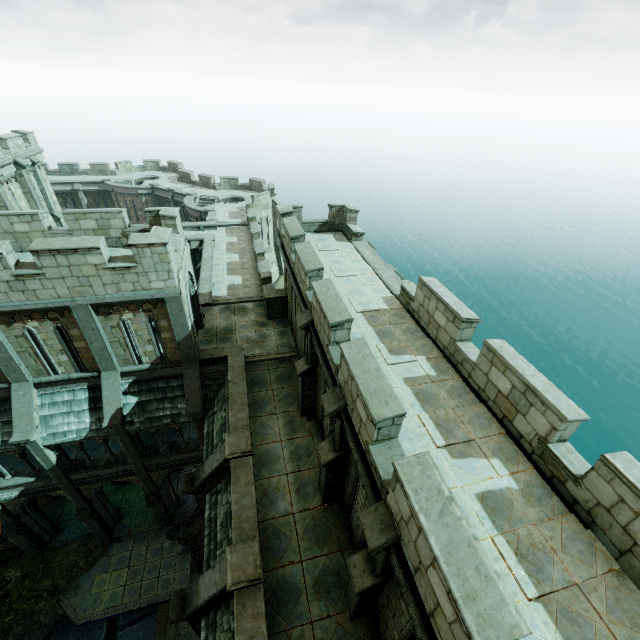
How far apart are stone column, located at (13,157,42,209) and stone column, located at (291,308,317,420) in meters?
27.2 m

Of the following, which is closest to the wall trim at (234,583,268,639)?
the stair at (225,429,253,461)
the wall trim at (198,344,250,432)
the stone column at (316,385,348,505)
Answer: the stone column at (316,385,348,505)

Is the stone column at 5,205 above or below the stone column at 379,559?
above

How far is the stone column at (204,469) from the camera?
11.05m

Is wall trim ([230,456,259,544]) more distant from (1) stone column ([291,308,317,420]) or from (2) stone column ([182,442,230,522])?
(1) stone column ([291,308,317,420])

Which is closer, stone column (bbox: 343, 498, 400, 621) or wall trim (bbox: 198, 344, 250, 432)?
stone column (bbox: 343, 498, 400, 621)

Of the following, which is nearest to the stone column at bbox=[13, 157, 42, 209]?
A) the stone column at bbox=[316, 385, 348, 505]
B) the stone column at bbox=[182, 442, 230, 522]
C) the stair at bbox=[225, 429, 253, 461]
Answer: the stone column at bbox=[182, 442, 230, 522]

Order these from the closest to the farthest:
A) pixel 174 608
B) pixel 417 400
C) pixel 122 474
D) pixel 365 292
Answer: pixel 417 400
pixel 174 608
pixel 365 292
pixel 122 474
